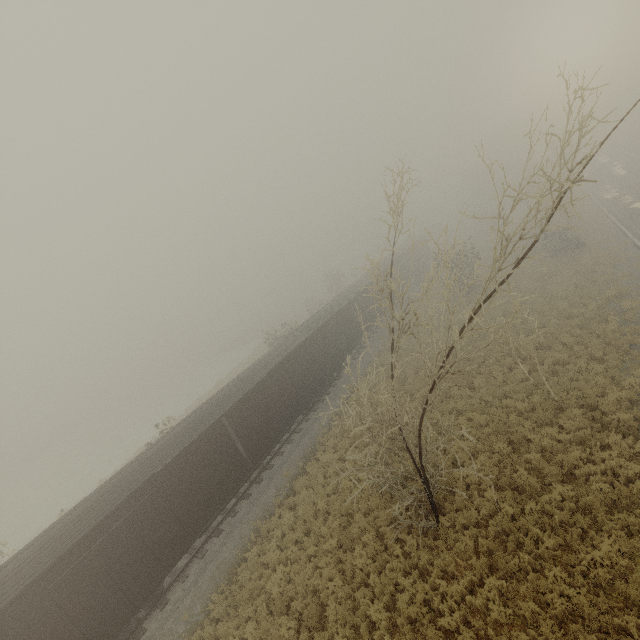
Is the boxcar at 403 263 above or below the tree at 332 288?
above

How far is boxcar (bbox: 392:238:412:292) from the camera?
38.9 meters

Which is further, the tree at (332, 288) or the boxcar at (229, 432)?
the tree at (332, 288)

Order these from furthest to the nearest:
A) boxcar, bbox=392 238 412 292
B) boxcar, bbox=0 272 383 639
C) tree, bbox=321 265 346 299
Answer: tree, bbox=321 265 346 299
boxcar, bbox=392 238 412 292
boxcar, bbox=0 272 383 639

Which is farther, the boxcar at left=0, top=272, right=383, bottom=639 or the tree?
the tree

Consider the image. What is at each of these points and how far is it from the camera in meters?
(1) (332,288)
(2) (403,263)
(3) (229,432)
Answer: (1) tree, 51.8
(2) boxcar, 40.8
(3) boxcar, 20.1

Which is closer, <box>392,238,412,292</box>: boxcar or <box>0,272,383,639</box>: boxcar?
<box>0,272,383,639</box>: boxcar

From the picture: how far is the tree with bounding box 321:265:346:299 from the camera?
51.10m
